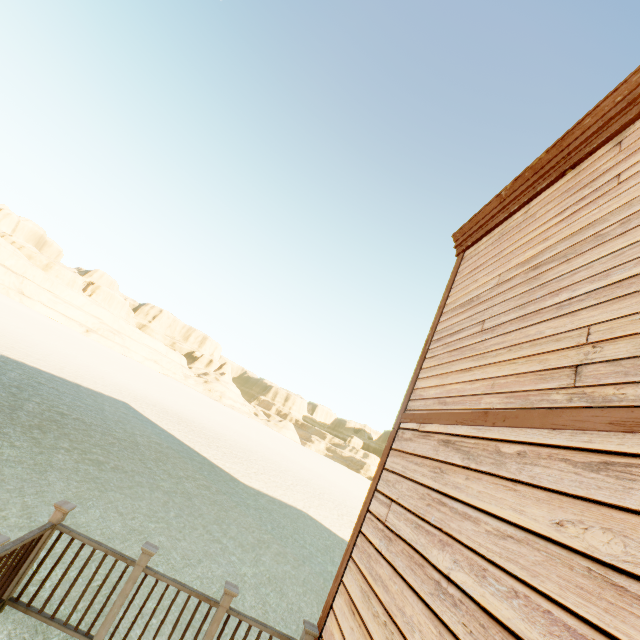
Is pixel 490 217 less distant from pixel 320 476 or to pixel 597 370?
pixel 597 370

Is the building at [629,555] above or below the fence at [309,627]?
above

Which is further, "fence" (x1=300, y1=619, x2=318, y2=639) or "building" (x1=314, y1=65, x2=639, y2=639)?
"fence" (x1=300, y1=619, x2=318, y2=639)

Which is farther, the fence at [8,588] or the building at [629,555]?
the fence at [8,588]

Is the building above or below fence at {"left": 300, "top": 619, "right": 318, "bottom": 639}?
above
